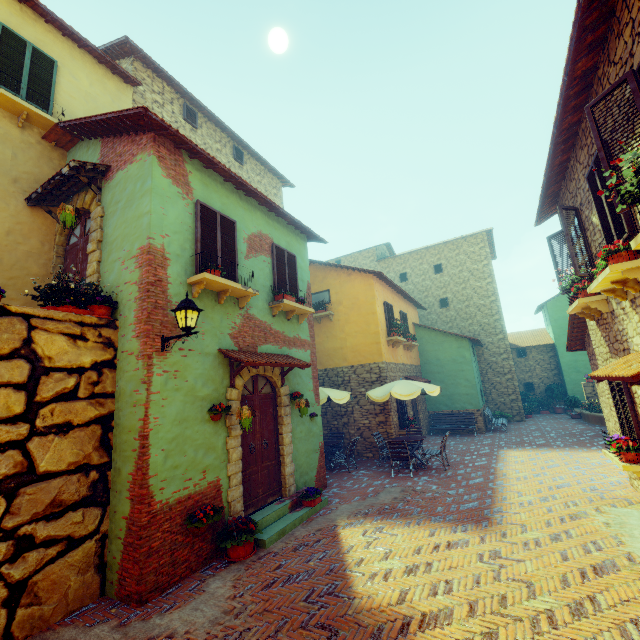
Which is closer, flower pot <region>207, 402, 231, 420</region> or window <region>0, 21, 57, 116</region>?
flower pot <region>207, 402, 231, 420</region>

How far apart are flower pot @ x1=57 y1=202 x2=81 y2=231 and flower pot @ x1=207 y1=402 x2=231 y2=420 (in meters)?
4.26

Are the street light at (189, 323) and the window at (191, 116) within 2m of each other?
no

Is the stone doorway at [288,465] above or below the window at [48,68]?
→ below

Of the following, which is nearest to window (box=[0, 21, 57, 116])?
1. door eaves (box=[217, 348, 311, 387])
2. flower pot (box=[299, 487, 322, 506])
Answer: door eaves (box=[217, 348, 311, 387])

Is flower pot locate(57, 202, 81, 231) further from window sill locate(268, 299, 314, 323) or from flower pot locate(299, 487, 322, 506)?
flower pot locate(299, 487, 322, 506)

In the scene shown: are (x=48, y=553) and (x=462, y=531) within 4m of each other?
no

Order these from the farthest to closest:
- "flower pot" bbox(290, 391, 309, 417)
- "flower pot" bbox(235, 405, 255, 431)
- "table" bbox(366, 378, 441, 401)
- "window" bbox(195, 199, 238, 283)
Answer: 1. "table" bbox(366, 378, 441, 401)
2. "flower pot" bbox(290, 391, 309, 417)
3. "window" bbox(195, 199, 238, 283)
4. "flower pot" bbox(235, 405, 255, 431)
